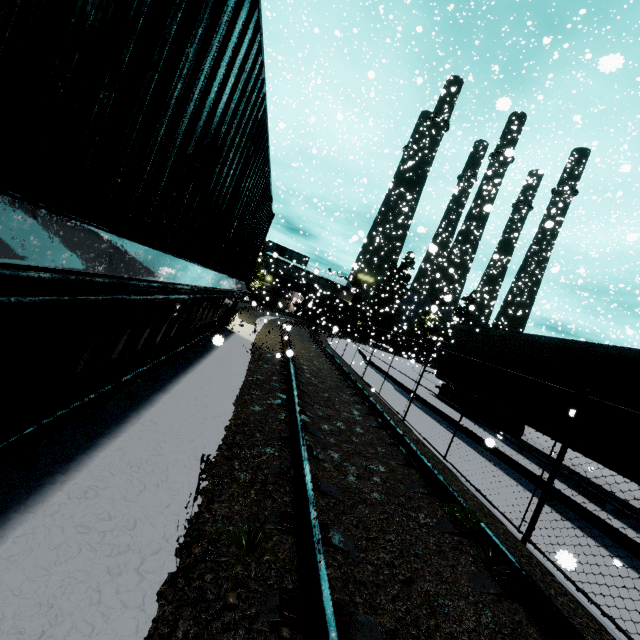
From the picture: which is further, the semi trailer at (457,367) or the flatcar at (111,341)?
the semi trailer at (457,367)

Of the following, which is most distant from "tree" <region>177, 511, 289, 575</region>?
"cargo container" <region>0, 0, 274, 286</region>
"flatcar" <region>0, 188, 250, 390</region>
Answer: "cargo container" <region>0, 0, 274, 286</region>

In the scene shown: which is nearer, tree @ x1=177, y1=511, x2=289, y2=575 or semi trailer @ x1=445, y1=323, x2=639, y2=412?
tree @ x1=177, y1=511, x2=289, y2=575

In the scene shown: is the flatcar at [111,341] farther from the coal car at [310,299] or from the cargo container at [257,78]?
the coal car at [310,299]

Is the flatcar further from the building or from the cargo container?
the building

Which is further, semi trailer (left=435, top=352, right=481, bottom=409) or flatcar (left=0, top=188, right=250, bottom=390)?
semi trailer (left=435, top=352, right=481, bottom=409)

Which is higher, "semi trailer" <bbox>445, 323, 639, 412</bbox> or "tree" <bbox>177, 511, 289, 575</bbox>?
"semi trailer" <bbox>445, 323, 639, 412</bbox>

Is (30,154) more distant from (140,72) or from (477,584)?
(477,584)
